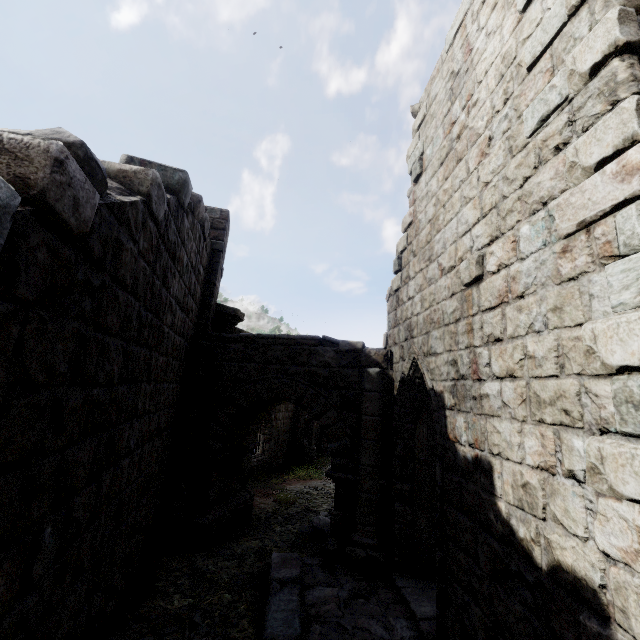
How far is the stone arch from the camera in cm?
659

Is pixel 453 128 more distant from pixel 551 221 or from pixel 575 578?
pixel 575 578

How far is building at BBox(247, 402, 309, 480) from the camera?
15.5 meters

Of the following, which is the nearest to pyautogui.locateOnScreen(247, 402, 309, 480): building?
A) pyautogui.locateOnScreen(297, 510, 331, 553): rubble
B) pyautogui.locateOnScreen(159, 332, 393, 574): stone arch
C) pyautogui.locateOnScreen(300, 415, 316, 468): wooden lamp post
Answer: pyautogui.locateOnScreen(159, 332, 393, 574): stone arch

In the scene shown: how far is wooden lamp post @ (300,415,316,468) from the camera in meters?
18.7

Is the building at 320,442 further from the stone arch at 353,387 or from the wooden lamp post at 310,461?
the wooden lamp post at 310,461

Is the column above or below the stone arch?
above

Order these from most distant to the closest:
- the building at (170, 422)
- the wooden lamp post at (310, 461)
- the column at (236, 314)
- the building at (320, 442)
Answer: the building at (320, 442) → the wooden lamp post at (310, 461) → the column at (236, 314) → the building at (170, 422)
